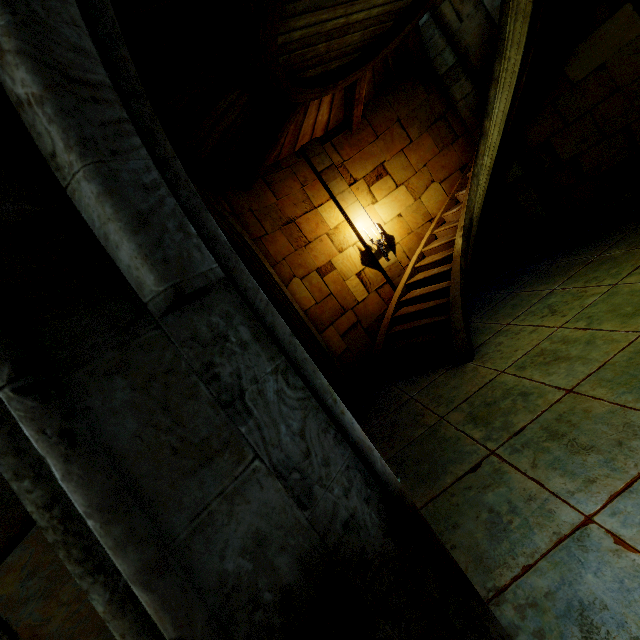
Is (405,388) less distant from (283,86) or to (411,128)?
(283,86)
